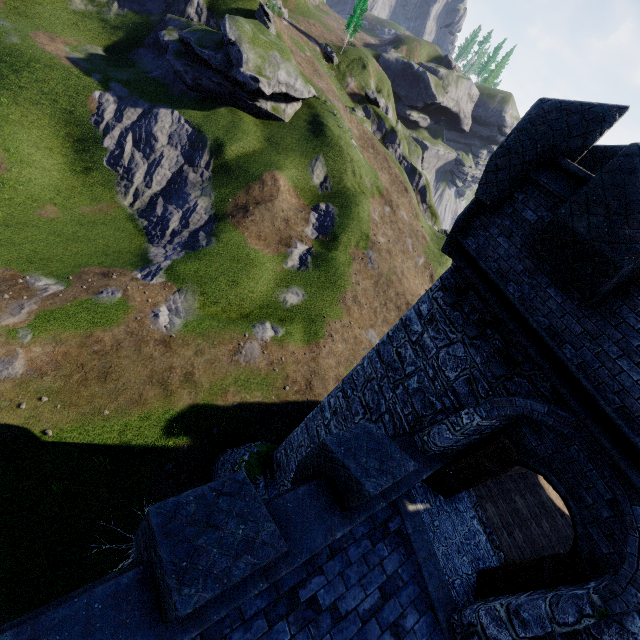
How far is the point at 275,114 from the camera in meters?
38.2

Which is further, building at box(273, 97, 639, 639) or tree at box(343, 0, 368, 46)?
tree at box(343, 0, 368, 46)

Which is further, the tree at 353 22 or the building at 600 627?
the tree at 353 22

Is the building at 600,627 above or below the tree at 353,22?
below

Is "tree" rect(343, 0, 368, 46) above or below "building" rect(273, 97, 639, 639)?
above
